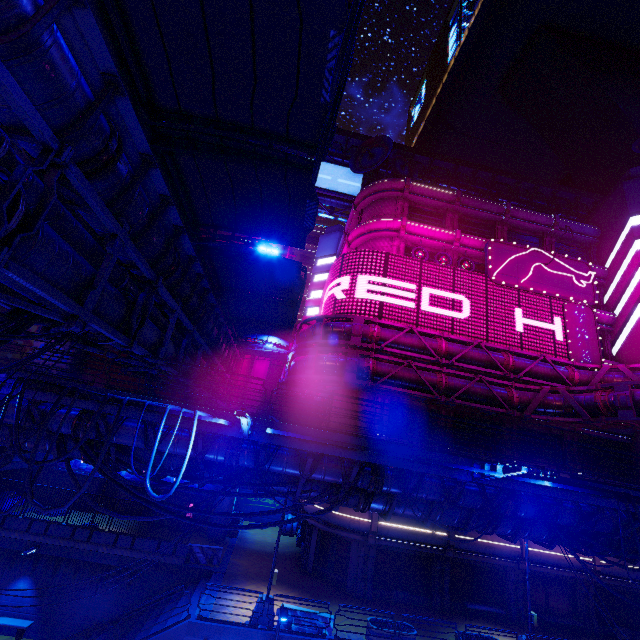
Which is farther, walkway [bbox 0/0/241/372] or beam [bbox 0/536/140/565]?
beam [bbox 0/536/140/565]

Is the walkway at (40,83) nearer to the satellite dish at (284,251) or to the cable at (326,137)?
the cable at (326,137)

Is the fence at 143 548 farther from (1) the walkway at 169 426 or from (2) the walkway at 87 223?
(2) the walkway at 87 223

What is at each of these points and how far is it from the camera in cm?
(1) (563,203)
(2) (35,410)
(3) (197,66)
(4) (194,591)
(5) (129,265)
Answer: (1) walkway, 4141
(2) walkway, 961
(3) awning, 661
(4) stair, 1803
(5) walkway, 1054

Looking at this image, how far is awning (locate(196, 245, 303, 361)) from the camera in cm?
1324

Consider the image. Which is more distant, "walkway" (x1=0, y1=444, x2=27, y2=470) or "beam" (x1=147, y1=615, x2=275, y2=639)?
"beam" (x1=147, y1=615, x2=275, y2=639)

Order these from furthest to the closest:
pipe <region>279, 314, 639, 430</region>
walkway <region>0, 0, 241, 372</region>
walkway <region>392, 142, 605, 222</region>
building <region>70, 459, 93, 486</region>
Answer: walkway <region>392, 142, 605, 222</region>, building <region>70, 459, 93, 486</region>, pipe <region>279, 314, 639, 430</region>, walkway <region>0, 0, 241, 372</region>

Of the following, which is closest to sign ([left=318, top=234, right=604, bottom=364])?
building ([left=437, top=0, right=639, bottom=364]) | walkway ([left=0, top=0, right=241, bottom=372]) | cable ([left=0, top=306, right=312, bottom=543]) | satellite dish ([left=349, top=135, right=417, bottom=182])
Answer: building ([left=437, top=0, right=639, bottom=364])
